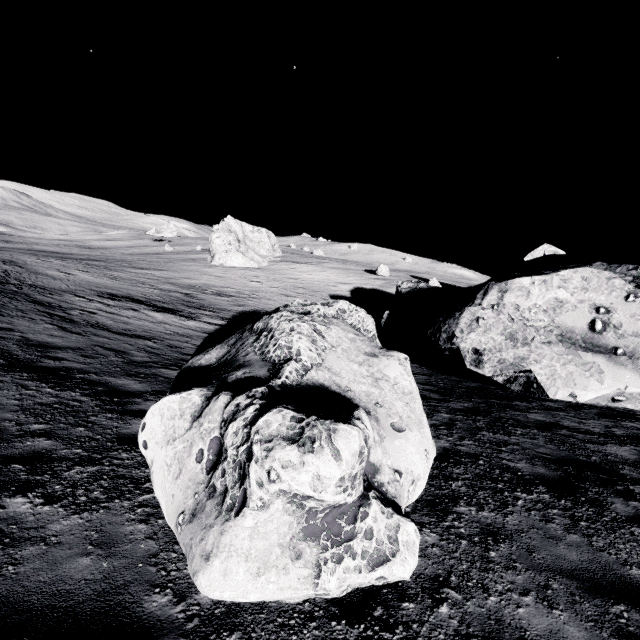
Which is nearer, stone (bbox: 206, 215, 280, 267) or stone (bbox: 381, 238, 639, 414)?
stone (bbox: 381, 238, 639, 414)

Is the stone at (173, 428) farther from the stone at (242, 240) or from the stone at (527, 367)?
the stone at (242, 240)

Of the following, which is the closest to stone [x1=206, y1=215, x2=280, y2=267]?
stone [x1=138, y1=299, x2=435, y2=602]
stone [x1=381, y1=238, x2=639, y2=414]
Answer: stone [x1=381, y1=238, x2=639, y2=414]

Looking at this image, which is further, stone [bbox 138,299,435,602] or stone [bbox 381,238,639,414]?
stone [bbox 381,238,639,414]

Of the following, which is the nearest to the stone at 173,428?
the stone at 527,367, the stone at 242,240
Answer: the stone at 527,367

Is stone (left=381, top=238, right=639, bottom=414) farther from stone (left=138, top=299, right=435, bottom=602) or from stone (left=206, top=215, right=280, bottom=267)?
stone (left=206, top=215, right=280, bottom=267)

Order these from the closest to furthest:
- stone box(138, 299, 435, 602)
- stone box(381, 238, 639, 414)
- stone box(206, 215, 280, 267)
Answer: stone box(138, 299, 435, 602) < stone box(381, 238, 639, 414) < stone box(206, 215, 280, 267)

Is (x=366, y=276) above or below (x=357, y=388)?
above
